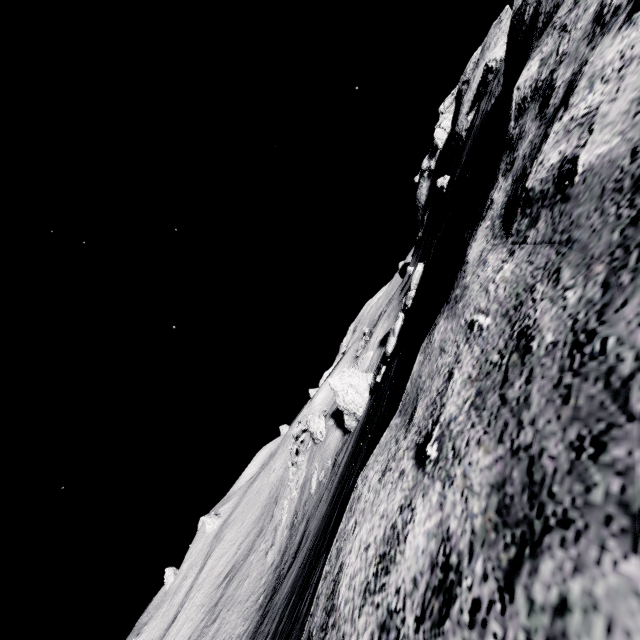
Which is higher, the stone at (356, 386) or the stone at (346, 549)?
the stone at (346, 549)

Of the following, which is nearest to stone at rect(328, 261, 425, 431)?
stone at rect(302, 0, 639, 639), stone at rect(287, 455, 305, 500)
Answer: stone at rect(302, 0, 639, 639)

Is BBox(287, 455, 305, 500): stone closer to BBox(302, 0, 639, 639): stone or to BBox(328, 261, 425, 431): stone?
BBox(328, 261, 425, 431): stone

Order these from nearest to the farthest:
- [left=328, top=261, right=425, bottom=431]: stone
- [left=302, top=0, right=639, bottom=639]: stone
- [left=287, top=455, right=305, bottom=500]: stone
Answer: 1. [left=302, top=0, right=639, bottom=639]: stone
2. [left=328, top=261, right=425, bottom=431]: stone
3. [left=287, top=455, right=305, bottom=500]: stone

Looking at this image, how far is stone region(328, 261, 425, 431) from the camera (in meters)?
13.38

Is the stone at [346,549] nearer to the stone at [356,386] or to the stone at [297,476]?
the stone at [356,386]

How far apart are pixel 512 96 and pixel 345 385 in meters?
17.1 m

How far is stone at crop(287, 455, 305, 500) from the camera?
26.8 meters
